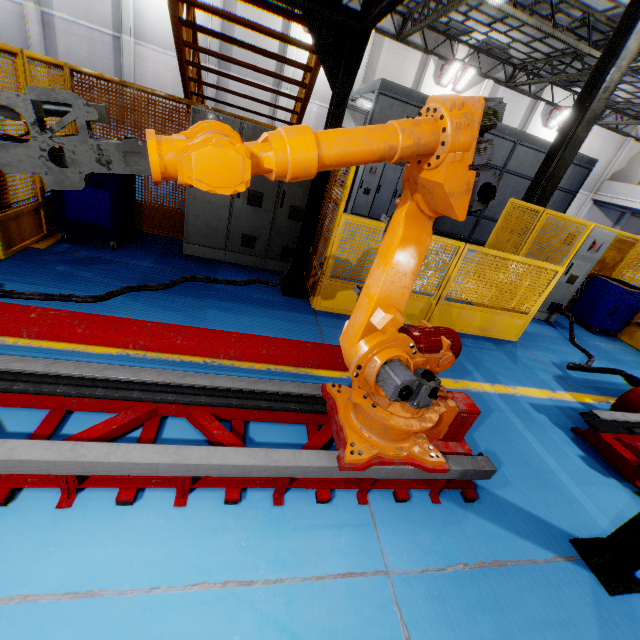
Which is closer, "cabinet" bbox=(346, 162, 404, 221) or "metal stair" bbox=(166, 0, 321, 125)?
"metal stair" bbox=(166, 0, 321, 125)

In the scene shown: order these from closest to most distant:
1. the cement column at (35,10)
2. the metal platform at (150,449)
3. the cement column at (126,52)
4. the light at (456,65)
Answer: the metal platform at (150,449), the cement column at (35,10), the cement column at (126,52), the light at (456,65)

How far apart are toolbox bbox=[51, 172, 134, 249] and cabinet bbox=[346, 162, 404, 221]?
8.43m

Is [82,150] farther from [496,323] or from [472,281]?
[496,323]

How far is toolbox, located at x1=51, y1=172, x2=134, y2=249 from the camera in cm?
445

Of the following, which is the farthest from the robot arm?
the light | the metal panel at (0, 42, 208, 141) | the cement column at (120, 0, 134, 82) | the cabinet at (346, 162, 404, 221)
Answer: the light

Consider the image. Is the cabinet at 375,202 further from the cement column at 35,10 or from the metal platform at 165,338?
the cement column at 35,10

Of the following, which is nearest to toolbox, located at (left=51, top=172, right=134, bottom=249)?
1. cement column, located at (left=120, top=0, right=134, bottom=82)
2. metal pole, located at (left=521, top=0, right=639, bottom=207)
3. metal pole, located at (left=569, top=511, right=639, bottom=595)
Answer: metal pole, located at (left=569, top=511, right=639, bottom=595)
